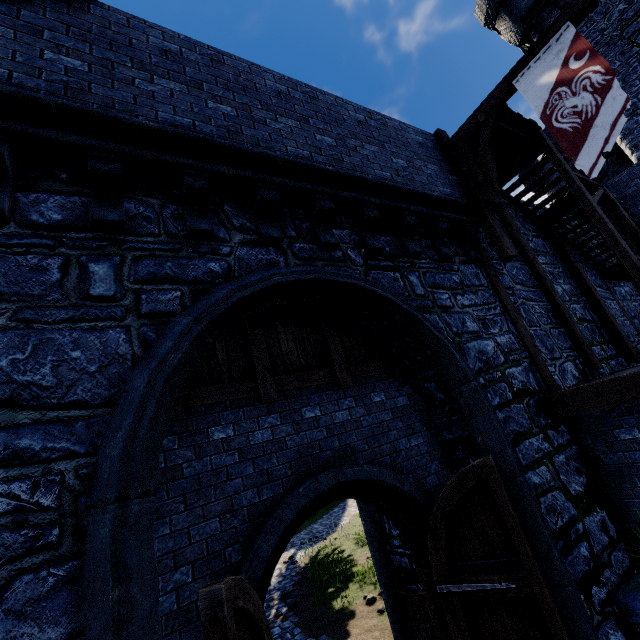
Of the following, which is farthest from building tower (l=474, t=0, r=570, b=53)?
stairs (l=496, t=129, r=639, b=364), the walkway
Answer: the walkway

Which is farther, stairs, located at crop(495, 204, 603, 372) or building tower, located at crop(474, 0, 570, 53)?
building tower, located at crop(474, 0, 570, 53)

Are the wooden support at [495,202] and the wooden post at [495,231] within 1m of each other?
yes

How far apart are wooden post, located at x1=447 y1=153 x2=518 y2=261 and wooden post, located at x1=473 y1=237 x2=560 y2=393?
0.4m

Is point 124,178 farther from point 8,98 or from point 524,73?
point 524,73

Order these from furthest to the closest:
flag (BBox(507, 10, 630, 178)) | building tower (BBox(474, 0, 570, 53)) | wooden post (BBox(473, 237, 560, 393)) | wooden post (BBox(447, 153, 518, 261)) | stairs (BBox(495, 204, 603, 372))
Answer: building tower (BBox(474, 0, 570, 53))
stairs (BBox(495, 204, 603, 372))
wooden post (BBox(447, 153, 518, 261))
wooden post (BBox(473, 237, 560, 393))
flag (BBox(507, 10, 630, 178))

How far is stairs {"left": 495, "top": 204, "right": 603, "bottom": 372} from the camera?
7.7m

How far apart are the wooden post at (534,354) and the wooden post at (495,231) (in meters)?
0.36
